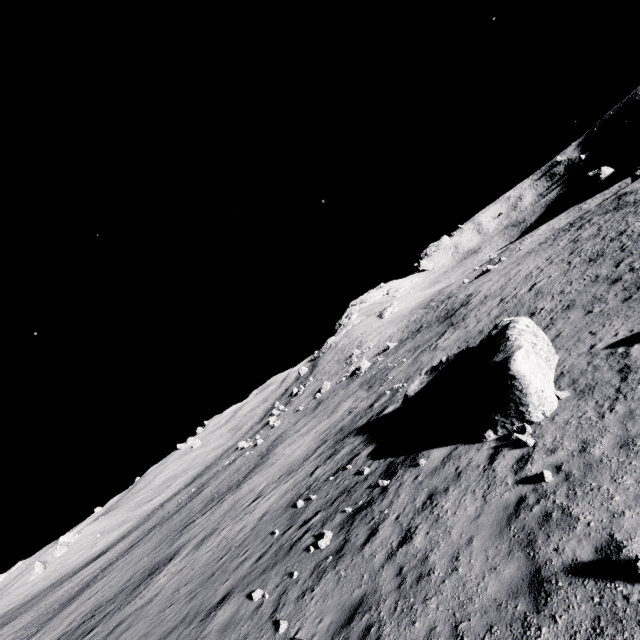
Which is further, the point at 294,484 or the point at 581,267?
the point at 581,267

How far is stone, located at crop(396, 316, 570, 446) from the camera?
9.0 meters

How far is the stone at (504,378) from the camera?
9.0m
